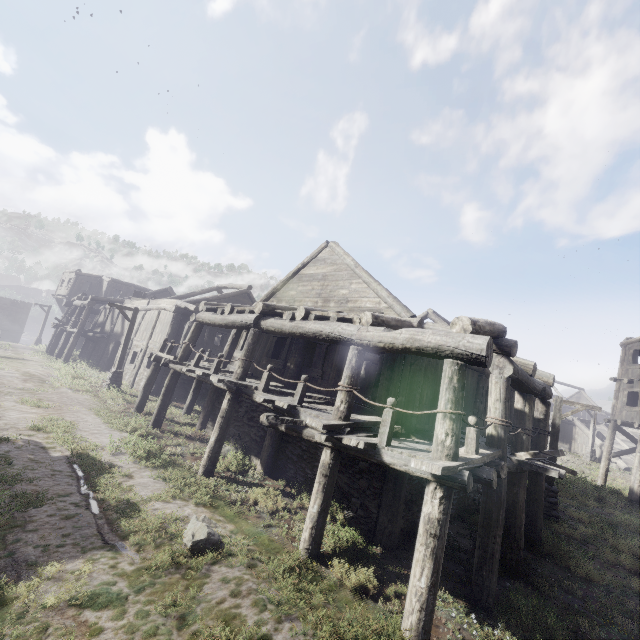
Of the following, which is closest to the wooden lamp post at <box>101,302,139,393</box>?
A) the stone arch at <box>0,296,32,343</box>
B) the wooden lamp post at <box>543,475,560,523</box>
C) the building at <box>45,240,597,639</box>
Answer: the building at <box>45,240,597,639</box>

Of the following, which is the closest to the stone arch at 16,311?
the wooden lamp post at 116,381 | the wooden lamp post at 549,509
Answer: the wooden lamp post at 116,381

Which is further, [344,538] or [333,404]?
[333,404]

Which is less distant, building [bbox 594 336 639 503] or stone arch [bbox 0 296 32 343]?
building [bbox 594 336 639 503]

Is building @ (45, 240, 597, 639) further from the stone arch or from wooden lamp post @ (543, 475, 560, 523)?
wooden lamp post @ (543, 475, 560, 523)

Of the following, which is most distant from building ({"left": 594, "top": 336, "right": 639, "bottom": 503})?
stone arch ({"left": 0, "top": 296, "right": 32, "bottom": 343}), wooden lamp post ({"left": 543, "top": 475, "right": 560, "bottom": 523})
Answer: wooden lamp post ({"left": 543, "top": 475, "right": 560, "bottom": 523})

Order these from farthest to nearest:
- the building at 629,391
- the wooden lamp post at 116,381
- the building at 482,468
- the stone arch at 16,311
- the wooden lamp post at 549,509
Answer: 1. the stone arch at 16,311
2. the building at 629,391
3. the wooden lamp post at 116,381
4. the wooden lamp post at 549,509
5. the building at 482,468

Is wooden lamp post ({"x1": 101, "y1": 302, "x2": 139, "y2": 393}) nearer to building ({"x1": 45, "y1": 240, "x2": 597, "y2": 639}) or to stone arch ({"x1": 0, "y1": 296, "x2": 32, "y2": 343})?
building ({"x1": 45, "y1": 240, "x2": 597, "y2": 639})
